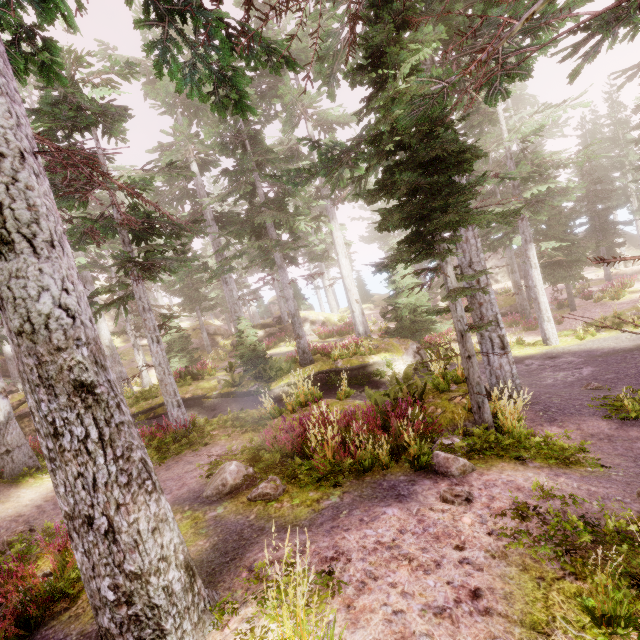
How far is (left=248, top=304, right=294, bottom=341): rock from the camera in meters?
31.1

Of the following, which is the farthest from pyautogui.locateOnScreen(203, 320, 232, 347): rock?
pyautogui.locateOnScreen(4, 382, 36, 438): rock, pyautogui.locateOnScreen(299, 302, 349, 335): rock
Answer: pyautogui.locateOnScreen(4, 382, 36, 438): rock

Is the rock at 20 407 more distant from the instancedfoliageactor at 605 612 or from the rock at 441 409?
the rock at 441 409

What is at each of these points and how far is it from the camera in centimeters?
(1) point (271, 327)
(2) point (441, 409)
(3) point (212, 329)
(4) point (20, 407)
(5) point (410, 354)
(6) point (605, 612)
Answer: (1) rock, 3291cm
(2) rock, 786cm
(3) rock, 3531cm
(4) rock, 1831cm
(5) rock, 1744cm
(6) instancedfoliageactor, 268cm

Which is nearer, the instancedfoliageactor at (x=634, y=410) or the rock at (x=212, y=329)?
the instancedfoliageactor at (x=634, y=410)

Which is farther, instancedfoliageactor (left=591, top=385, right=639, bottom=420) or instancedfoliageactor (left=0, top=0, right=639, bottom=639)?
instancedfoliageactor (left=591, top=385, right=639, bottom=420)

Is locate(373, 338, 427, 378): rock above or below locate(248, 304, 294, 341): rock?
below

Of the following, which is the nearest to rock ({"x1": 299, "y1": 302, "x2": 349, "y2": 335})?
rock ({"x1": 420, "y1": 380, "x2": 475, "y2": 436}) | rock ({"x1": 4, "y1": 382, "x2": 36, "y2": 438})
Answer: rock ({"x1": 4, "y1": 382, "x2": 36, "y2": 438})
